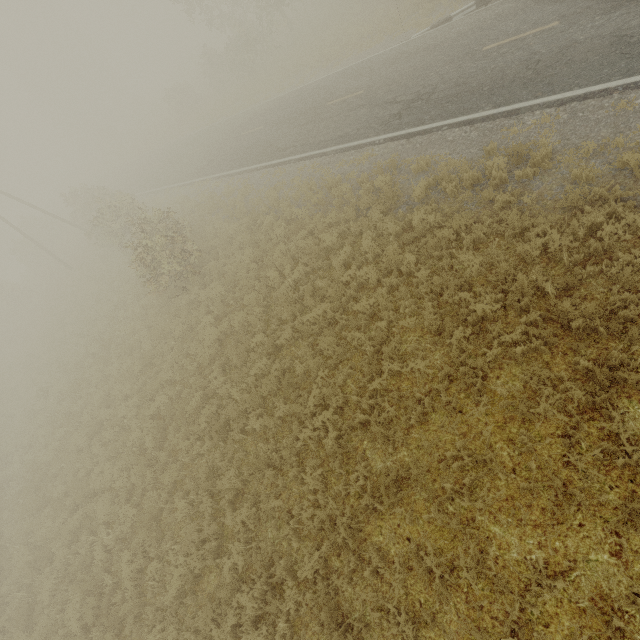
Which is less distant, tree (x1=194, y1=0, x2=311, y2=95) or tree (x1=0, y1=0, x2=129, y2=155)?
tree (x1=194, y1=0, x2=311, y2=95)

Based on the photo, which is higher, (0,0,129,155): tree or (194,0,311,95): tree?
(0,0,129,155): tree

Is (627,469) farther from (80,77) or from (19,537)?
(80,77)

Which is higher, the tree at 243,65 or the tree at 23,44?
the tree at 23,44

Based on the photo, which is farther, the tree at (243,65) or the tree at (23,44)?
the tree at (23,44)
